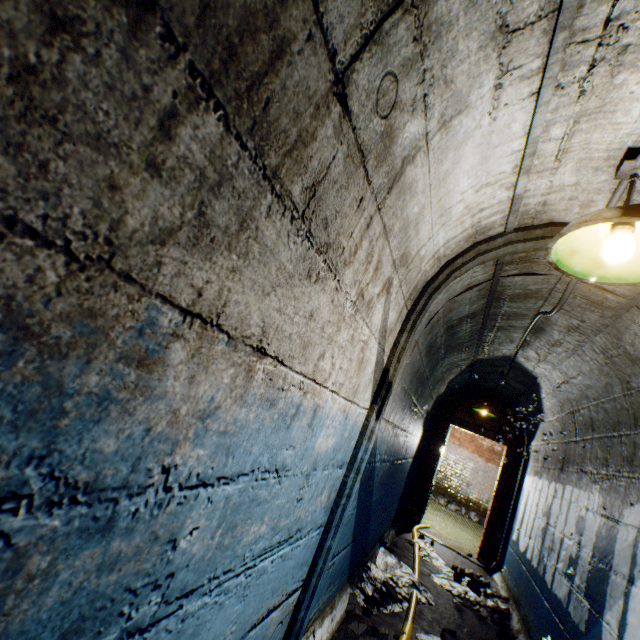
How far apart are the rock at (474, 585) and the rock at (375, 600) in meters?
1.7 m

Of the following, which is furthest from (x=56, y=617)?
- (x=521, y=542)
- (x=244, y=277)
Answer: (x=521, y=542)

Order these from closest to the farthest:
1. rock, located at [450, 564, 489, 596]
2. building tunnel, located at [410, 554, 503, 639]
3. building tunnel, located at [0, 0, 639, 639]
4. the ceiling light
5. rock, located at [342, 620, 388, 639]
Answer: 1. building tunnel, located at [0, 0, 639, 639]
2. the ceiling light
3. rock, located at [342, 620, 388, 639]
4. building tunnel, located at [410, 554, 503, 639]
5. rock, located at [450, 564, 489, 596]

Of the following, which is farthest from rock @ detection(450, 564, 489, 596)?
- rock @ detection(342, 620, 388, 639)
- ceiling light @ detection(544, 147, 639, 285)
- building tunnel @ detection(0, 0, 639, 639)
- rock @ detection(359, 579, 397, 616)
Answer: ceiling light @ detection(544, 147, 639, 285)

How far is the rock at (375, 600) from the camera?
2.82m

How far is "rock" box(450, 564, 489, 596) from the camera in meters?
4.1 m

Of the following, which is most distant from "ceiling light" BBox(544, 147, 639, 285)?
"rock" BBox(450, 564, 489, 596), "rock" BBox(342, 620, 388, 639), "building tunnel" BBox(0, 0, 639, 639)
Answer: "rock" BBox(450, 564, 489, 596)

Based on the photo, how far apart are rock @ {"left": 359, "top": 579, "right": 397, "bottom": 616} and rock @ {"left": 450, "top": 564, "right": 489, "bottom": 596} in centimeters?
174cm
